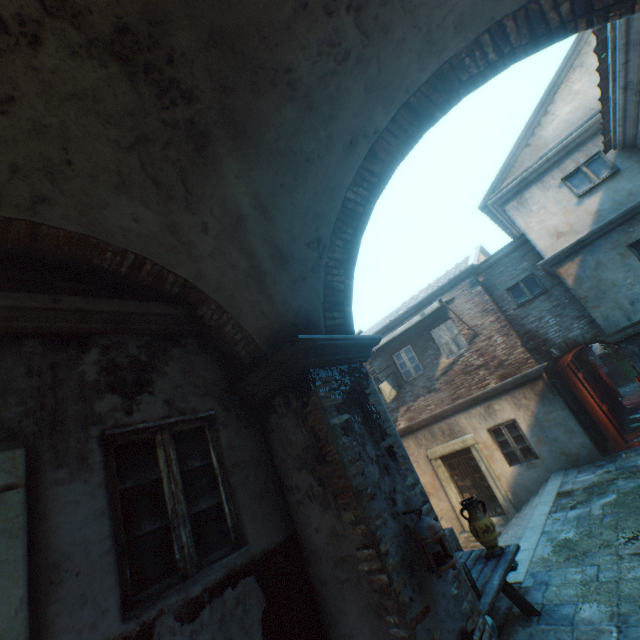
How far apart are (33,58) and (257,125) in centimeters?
136cm

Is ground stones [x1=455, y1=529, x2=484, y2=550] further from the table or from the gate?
the table

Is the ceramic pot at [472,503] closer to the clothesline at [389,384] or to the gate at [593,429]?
the clothesline at [389,384]

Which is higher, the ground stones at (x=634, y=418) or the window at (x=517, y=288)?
the window at (x=517, y=288)

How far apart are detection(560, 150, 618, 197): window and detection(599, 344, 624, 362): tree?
26.95m

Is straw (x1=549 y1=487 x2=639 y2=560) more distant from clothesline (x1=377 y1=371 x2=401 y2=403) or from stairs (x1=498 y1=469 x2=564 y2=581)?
clothesline (x1=377 y1=371 x2=401 y2=403)

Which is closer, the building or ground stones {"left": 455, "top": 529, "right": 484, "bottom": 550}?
the building

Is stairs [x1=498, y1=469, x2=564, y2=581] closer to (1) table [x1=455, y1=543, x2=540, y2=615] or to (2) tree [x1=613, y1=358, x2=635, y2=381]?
(1) table [x1=455, y1=543, x2=540, y2=615]
